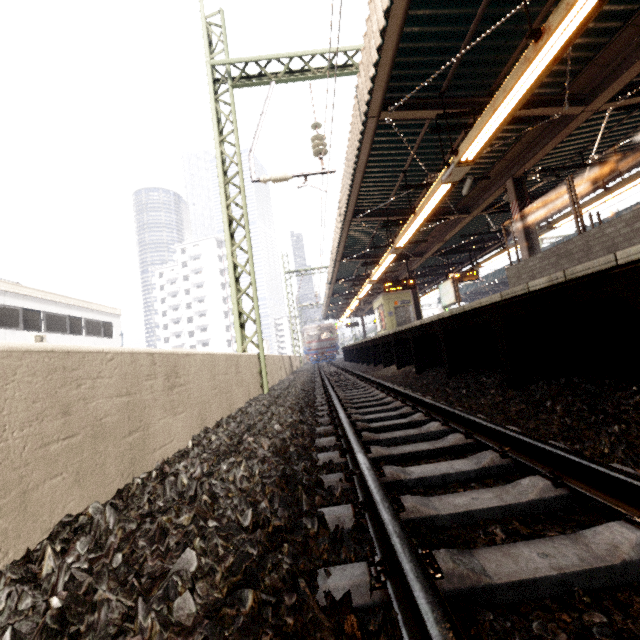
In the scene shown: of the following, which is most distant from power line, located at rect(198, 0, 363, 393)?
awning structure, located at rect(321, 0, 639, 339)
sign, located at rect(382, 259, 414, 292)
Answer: sign, located at rect(382, 259, 414, 292)

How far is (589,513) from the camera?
1.59m

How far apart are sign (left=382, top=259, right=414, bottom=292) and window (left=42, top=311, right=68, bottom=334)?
17.8m

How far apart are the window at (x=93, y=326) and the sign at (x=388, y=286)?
18.3 meters

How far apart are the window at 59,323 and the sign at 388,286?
17.77m

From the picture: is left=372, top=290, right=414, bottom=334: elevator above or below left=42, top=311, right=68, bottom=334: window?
below

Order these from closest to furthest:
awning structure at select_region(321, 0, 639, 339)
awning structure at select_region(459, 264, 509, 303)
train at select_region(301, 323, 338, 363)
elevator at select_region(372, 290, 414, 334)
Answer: awning structure at select_region(321, 0, 639, 339), elevator at select_region(372, 290, 414, 334), awning structure at select_region(459, 264, 509, 303), train at select_region(301, 323, 338, 363)

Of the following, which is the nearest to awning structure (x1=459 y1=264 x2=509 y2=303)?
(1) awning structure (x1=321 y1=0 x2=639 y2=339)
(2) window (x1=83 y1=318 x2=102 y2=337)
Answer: (1) awning structure (x1=321 y1=0 x2=639 y2=339)
